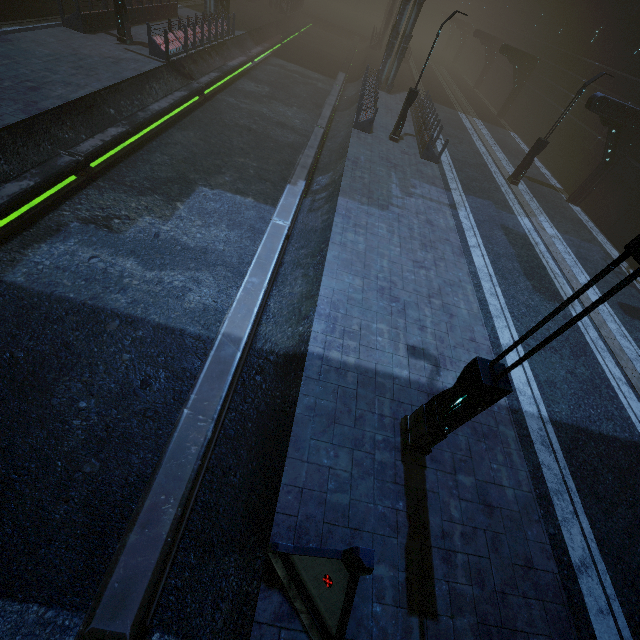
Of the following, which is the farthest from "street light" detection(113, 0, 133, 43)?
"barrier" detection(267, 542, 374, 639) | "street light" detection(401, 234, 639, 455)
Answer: "barrier" detection(267, 542, 374, 639)

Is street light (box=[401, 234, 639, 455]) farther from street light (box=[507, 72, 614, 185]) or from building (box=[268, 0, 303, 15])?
street light (box=[507, 72, 614, 185])

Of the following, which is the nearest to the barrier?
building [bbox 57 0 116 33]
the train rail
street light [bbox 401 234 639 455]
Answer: the train rail

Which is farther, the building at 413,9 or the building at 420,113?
the building at 413,9

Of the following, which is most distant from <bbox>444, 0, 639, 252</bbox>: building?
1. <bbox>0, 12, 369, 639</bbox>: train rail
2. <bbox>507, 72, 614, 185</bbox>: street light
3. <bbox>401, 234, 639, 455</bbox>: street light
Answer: <bbox>401, 234, 639, 455</bbox>: street light

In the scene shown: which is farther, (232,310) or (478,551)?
(232,310)

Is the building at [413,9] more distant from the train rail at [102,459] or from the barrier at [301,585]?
the barrier at [301,585]

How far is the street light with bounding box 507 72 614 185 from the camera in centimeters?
1528cm
